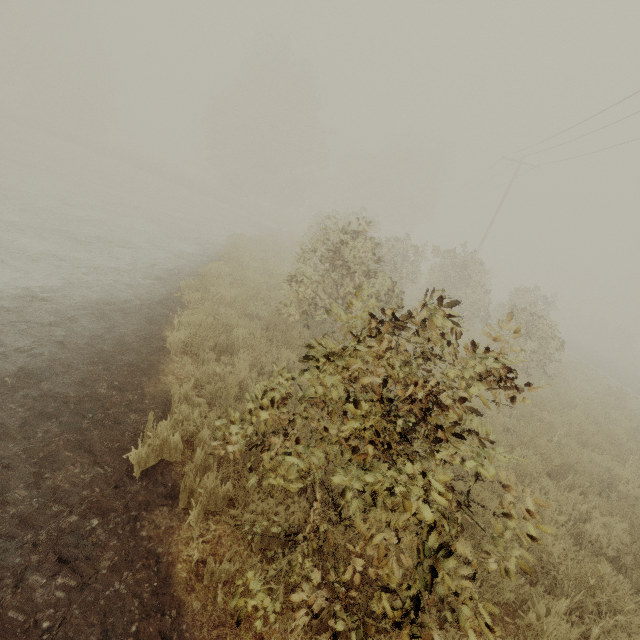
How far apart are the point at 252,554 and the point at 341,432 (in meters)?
1.51
